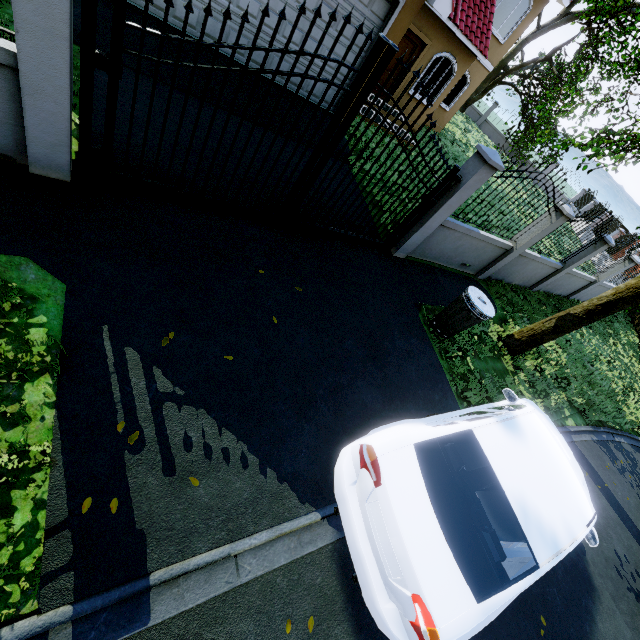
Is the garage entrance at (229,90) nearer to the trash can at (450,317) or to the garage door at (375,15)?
the garage door at (375,15)

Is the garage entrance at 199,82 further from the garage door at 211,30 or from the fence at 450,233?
the fence at 450,233

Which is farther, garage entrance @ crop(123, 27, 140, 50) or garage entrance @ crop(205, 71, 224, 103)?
garage entrance @ crop(205, 71, 224, 103)

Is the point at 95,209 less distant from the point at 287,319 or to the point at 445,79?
the point at 287,319

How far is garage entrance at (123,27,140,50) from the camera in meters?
5.3

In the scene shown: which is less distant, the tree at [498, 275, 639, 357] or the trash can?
the trash can

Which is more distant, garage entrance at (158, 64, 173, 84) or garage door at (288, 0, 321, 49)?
garage door at (288, 0, 321, 49)

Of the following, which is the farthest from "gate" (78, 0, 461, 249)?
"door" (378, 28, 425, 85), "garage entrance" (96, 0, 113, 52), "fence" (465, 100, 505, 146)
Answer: "door" (378, 28, 425, 85)
